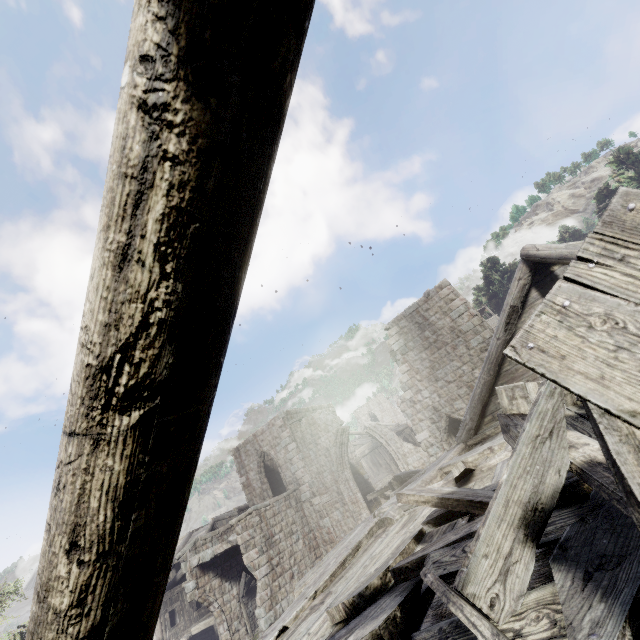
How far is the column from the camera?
18.3 meters

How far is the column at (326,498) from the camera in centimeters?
1827cm

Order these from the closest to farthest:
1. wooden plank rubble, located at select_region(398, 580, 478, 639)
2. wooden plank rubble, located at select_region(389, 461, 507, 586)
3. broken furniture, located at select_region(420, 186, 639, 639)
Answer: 1. broken furniture, located at select_region(420, 186, 639, 639)
2. wooden plank rubble, located at select_region(398, 580, 478, 639)
3. wooden plank rubble, located at select_region(389, 461, 507, 586)

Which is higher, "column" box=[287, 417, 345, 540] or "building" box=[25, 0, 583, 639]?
"column" box=[287, 417, 345, 540]

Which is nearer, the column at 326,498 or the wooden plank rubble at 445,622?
the wooden plank rubble at 445,622

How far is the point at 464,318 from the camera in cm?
1608

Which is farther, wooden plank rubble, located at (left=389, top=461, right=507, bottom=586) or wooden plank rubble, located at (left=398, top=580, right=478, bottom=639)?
wooden plank rubble, located at (left=389, top=461, right=507, bottom=586)

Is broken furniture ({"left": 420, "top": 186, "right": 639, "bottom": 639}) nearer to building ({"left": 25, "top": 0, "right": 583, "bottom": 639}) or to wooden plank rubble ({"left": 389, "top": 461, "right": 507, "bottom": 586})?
wooden plank rubble ({"left": 389, "top": 461, "right": 507, "bottom": 586})
